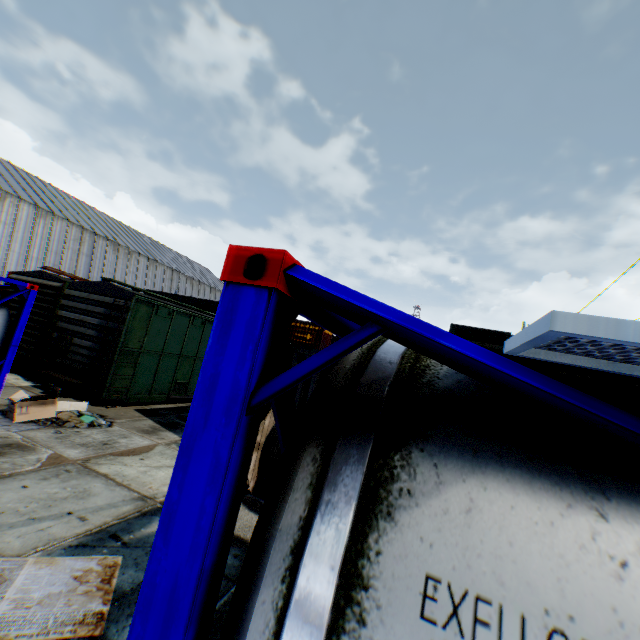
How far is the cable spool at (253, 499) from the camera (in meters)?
5.57

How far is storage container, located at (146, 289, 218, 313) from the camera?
28.2m

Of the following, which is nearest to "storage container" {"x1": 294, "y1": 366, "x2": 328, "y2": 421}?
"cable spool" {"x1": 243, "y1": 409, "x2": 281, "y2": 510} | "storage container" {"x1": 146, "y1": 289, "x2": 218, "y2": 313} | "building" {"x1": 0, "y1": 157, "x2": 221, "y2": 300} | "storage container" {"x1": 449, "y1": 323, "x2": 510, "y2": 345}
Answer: "cable spool" {"x1": 243, "y1": 409, "x2": 281, "y2": 510}

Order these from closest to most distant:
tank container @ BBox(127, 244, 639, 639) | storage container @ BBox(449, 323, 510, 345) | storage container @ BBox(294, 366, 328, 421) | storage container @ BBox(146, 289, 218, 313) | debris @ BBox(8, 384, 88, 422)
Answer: tank container @ BBox(127, 244, 639, 639) → debris @ BBox(8, 384, 88, 422) → storage container @ BBox(294, 366, 328, 421) → storage container @ BBox(449, 323, 510, 345) → storage container @ BBox(146, 289, 218, 313)

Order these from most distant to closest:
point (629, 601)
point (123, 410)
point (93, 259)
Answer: point (93, 259)
point (123, 410)
point (629, 601)

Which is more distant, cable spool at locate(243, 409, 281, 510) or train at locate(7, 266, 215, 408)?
train at locate(7, 266, 215, 408)

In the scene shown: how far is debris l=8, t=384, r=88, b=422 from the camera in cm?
693

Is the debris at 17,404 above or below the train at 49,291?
below
